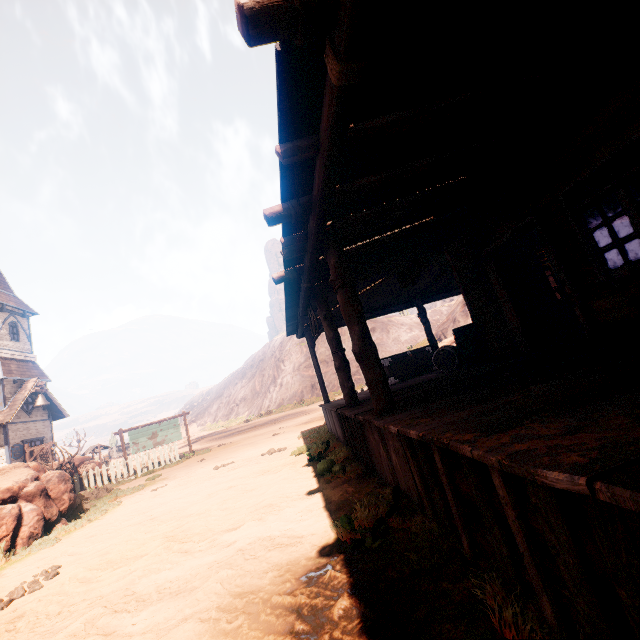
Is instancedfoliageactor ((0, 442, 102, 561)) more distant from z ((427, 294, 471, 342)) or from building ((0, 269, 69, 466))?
building ((0, 269, 69, 466))

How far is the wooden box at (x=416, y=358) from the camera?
10.0m

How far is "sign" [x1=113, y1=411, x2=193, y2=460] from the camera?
15.84m

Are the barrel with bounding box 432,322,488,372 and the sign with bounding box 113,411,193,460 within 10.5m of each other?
no

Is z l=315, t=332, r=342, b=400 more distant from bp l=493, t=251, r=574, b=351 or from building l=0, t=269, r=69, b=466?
bp l=493, t=251, r=574, b=351

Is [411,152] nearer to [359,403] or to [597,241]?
[359,403]

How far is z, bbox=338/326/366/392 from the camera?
37.72m

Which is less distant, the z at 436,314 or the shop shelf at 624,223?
the shop shelf at 624,223
